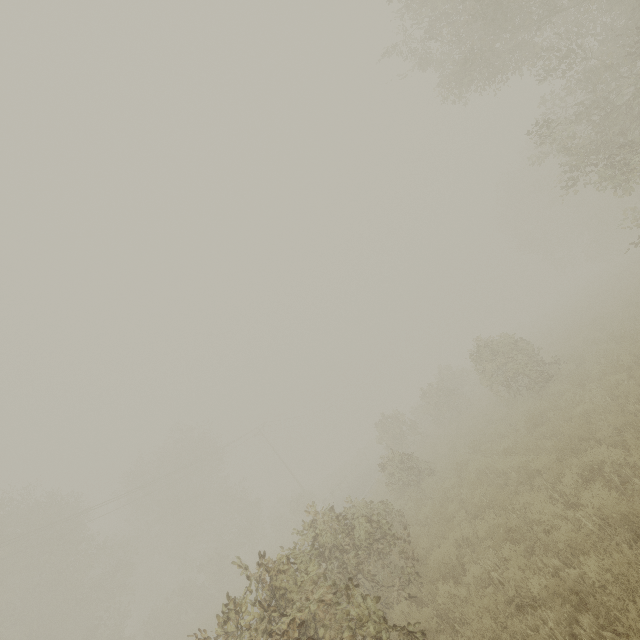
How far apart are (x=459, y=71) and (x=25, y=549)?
36.0m

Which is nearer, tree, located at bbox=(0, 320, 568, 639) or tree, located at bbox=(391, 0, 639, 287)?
tree, located at bbox=(0, 320, 568, 639)

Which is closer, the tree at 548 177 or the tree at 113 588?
the tree at 113 588
